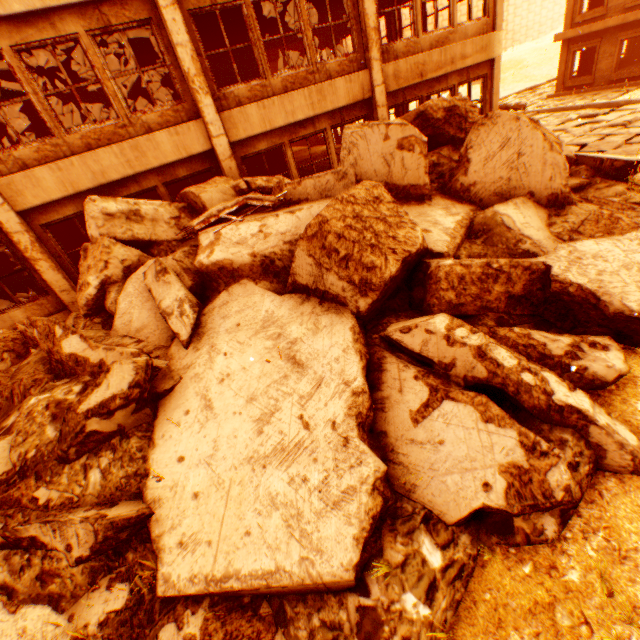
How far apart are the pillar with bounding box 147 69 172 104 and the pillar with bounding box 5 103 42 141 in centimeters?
458cm

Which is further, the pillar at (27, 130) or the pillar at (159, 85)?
the pillar at (159, 85)

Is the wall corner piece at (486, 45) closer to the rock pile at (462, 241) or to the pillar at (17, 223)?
the rock pile at (462, 241)

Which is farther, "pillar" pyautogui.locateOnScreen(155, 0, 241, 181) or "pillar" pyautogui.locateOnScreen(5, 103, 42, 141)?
"pillar" pyautogui.locateOnScreen(5, 103, 42, 141)

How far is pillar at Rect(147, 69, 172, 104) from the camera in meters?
12.5 m

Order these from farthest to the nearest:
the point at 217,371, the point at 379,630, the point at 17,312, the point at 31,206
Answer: the point at 17,312
the point at 31,206
the point at 217,371
the point at 379,630

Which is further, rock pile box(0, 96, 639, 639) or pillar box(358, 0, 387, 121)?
pillar box(358, 0, 387, 121)

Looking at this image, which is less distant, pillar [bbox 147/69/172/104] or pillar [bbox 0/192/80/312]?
pillar [bbox 0/192/80/312]
